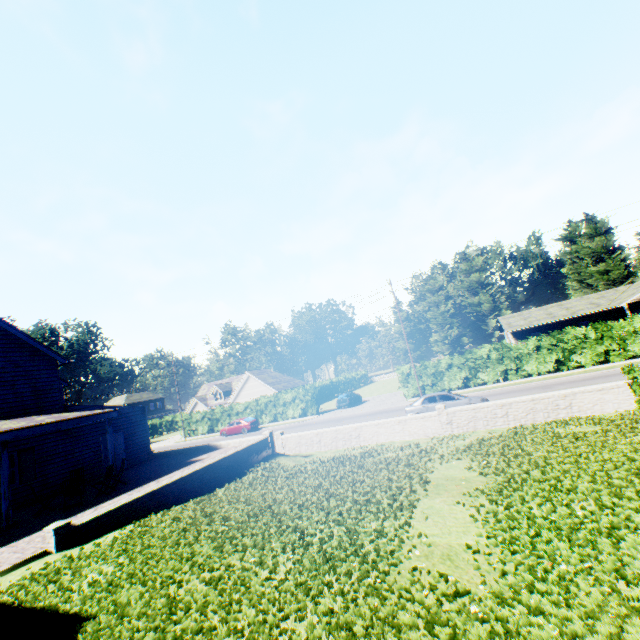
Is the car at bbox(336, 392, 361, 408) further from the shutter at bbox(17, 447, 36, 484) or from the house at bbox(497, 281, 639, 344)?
the shutter at bbox(17, 447, 36, 484)

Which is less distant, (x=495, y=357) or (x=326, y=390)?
(x=495, y=357)

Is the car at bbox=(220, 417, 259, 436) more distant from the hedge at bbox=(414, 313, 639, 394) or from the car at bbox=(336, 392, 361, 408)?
the hedge at bbox=(414, 313, 639, 394)

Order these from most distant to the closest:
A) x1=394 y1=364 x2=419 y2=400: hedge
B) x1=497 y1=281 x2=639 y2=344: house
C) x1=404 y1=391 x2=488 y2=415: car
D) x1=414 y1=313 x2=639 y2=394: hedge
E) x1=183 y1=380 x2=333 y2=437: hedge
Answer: x1=183 y1=380 x2=333 y2=437: hedge
x1=497 y1=281 x2=639 y2=344: house
x1=394 y1=364 x2=419 y2=400: hedge
x1=414 y1=313 x2=639 y2=394: hedge
x1=404 y1=391 x2=488 y2=415: car

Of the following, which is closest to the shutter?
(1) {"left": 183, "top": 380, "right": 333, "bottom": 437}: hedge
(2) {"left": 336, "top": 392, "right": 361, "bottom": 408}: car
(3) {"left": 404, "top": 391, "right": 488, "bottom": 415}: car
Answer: (3) {"left": 404, "top": 391, "right": 488, "bottom": 415}: car

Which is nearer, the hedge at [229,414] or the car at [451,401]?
the car at [451,401]

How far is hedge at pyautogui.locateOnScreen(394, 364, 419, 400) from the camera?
32.1 meters

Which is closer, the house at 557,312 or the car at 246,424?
the car at 246,424
